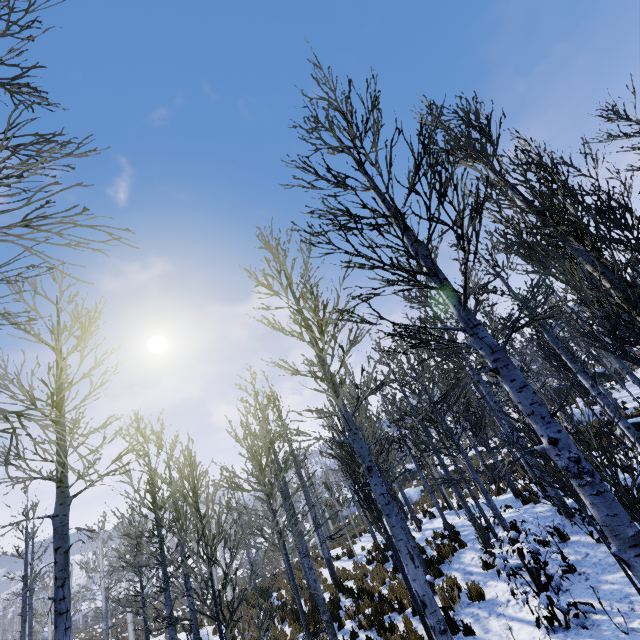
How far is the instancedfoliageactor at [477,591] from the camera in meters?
7.7

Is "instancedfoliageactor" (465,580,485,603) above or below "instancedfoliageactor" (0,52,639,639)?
below

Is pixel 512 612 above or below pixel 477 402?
below

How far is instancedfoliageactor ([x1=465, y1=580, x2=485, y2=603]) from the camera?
7.72m

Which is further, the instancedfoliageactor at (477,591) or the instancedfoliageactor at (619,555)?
the instancedfoliageactor at (477,591)

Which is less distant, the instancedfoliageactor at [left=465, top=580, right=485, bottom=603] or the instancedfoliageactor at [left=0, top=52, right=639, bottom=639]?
the instancedfoliageactor at [left=0, top=52, right=639, bottom=639]
